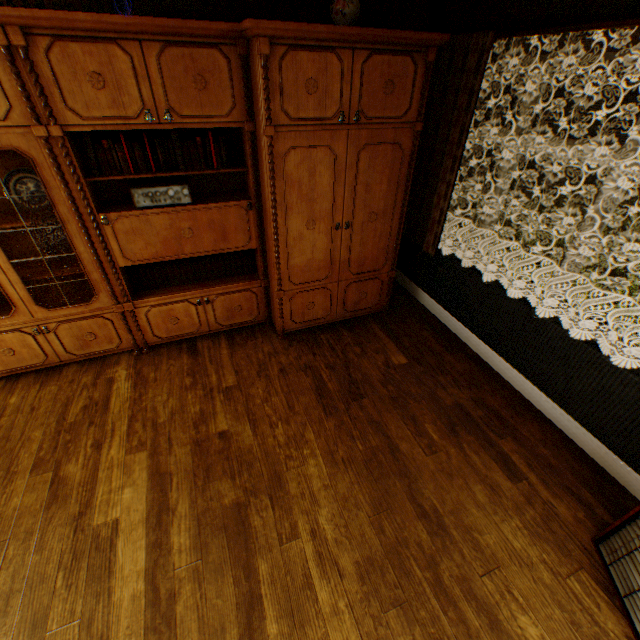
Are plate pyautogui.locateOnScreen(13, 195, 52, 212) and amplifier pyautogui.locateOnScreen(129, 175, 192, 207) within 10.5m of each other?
yes

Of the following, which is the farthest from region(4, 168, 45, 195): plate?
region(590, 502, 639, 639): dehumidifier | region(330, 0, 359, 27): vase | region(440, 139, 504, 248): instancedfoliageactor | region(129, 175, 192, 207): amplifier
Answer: region(440, 139, 504, 248): instancedfoliageactor

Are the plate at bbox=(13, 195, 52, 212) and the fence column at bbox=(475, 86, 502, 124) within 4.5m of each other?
no

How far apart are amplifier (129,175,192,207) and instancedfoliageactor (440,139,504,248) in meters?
10.0 m

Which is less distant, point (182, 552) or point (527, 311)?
point (182, 552)

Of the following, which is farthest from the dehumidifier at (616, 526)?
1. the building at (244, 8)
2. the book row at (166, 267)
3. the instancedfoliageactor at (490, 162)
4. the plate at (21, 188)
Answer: the instancedfoliageactor at (490, 162)

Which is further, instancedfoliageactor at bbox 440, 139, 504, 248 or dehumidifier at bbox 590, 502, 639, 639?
instancedfoliageactor at bbox 440, 139, 504, 248

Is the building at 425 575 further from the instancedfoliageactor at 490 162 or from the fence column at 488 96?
the fence column at 488 96
